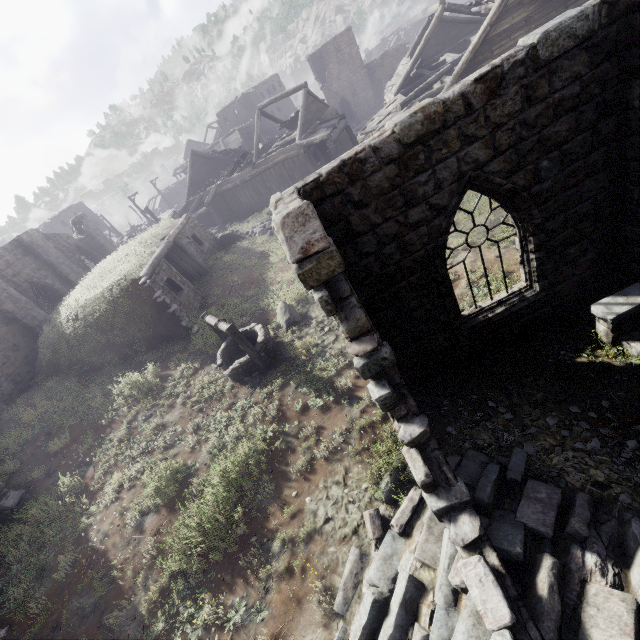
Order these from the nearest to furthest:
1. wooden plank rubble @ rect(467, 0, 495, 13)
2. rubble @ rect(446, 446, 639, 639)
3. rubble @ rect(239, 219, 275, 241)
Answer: rubble @ rect(446, 446, 639, 639) < wooden plank rubble @ rect(467, 0, 495, 13) < rubble @ rect(239, 219, 275, 241)

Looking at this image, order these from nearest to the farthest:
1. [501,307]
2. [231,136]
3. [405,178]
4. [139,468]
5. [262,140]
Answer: [405,178], [501,307], [139,468], [231,136], [262,140]

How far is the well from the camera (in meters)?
9.59

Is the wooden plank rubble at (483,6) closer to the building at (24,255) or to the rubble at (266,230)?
the building at (24,255)

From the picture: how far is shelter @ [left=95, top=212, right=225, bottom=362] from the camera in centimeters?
1271cm

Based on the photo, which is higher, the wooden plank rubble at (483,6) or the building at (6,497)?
the wooden plank rubble at (483,6)

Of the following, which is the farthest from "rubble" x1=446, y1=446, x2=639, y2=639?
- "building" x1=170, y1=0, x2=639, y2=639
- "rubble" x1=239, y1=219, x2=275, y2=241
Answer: "rubble" x1=239, y1=219, x2=275, y2=241

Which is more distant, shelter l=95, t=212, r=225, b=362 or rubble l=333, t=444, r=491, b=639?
shelter l=95, t=212, r=225, b=362
